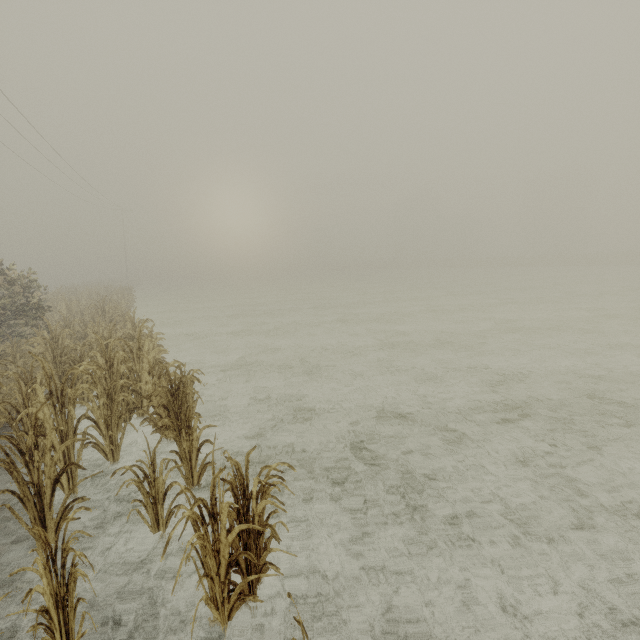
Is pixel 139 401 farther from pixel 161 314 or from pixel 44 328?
pixel 161 314
